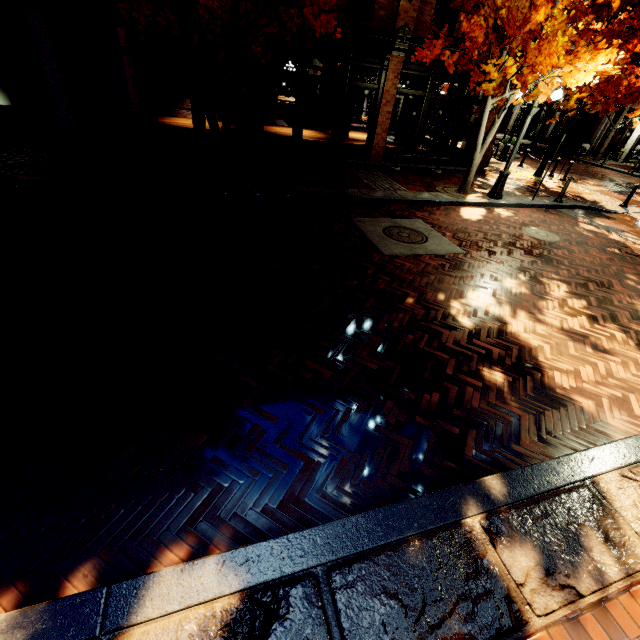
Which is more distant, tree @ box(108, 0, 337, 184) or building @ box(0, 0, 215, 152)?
building @ box(0, 0, 215, 152)

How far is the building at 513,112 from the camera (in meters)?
14.11

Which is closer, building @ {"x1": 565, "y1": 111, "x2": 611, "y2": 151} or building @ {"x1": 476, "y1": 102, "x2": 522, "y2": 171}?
building @ {"x1": 476, "y1": 102, "x2": 522, "y2": 171}

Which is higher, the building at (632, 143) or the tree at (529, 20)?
the tree at (529, 20)

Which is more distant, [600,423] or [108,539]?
[600,423]

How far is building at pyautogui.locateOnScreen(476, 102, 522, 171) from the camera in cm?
1411
